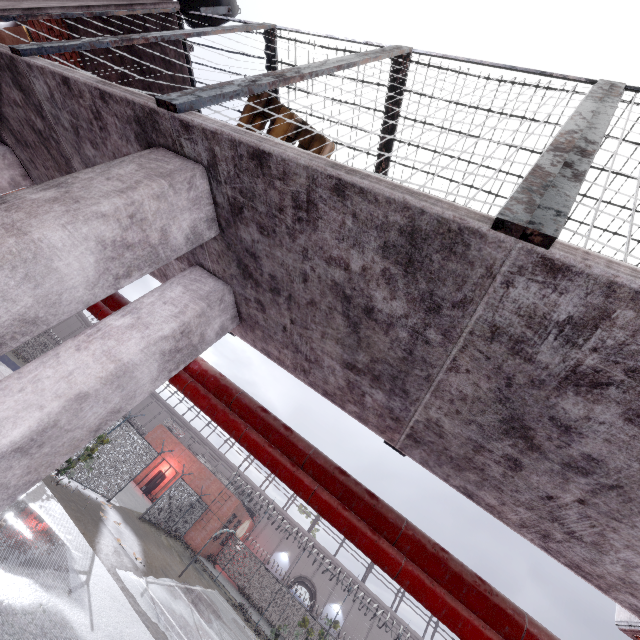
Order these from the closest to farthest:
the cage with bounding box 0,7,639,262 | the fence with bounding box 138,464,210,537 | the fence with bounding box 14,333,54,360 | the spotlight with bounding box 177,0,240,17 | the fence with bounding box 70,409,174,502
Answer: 1. the cage with bounding box 0,7,639,262
2. the spotlight with bounding box 177,0,240,17
3. the fence with bounding box 70,409,174,502
4. the fence with bounding box 138,464,210,537
5. the fence with bounding box 14,333,54,360

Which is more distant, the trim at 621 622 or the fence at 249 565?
the fence at 249 565

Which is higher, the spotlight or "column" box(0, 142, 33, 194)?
the spotlight

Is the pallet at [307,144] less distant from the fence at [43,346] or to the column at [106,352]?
the column at [106,352]

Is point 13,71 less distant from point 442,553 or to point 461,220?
point 461,220

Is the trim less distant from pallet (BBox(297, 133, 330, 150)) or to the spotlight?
pallet (BBox(297, 133, 330, 150))

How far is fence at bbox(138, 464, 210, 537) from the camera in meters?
19.4 m

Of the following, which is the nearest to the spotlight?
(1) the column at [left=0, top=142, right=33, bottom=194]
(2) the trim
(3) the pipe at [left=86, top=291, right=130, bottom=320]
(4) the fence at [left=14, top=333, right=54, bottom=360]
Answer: (1) the column at [left=0, top=142, right=33, bottom=194]
